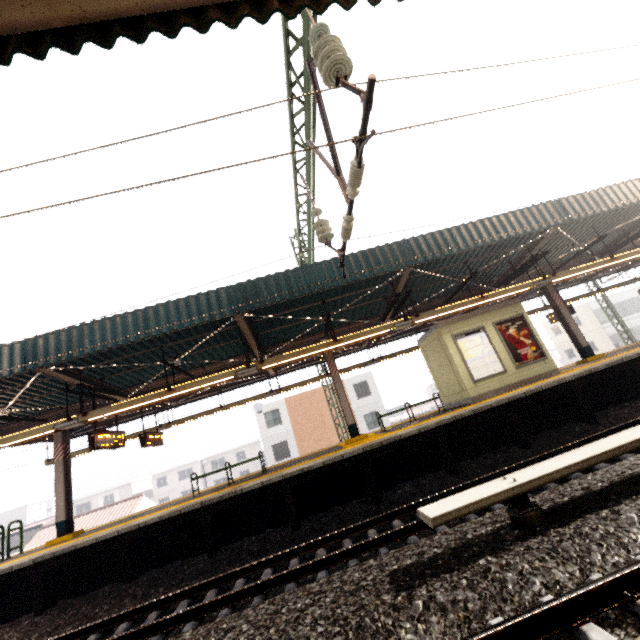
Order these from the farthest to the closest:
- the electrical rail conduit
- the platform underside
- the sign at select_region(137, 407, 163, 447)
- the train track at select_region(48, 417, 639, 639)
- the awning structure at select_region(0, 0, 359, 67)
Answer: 1. the sign at select_region(137, 407, 163, 447)
2. the platform underside
3. the train track at select_region(48, 417, 639, 639)
4. the electrical rail conduit
5. the awning structure at select_region(0, 0, 359, 67)

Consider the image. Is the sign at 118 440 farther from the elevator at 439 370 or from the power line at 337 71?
the elevator at 439 370

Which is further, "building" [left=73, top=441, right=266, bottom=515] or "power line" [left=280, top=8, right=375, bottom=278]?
"building" [left=73, top=441, right=266, bottom=515]

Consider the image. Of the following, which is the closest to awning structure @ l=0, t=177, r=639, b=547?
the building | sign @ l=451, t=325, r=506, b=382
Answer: sign @ l=451, t=325, r=506, b=382

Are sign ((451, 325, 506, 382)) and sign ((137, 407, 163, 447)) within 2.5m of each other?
no

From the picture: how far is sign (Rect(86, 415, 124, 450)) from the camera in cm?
917

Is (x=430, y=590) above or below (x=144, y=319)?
below

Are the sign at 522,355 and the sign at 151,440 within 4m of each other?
no
